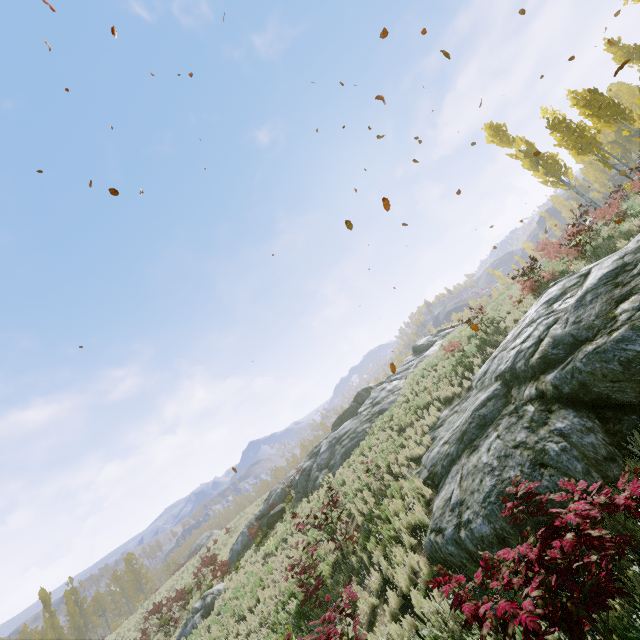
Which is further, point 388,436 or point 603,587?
point 388,436

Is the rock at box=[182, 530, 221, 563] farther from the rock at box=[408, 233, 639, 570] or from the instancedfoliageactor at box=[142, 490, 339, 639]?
the rock at box=[408, 233, 639, 570]

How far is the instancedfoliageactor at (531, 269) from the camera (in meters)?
14.27

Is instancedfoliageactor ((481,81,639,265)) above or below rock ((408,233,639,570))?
above

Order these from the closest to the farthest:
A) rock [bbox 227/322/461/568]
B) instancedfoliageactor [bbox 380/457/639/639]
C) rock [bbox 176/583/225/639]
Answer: instancedfoliageactor [bbox 380/457/639/639], rock [bbox 176/583/225/639], rock [bbox 227/322/461/568]

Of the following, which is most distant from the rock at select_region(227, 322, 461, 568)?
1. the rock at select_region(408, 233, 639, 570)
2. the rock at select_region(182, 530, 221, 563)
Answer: the rock at select_region(182, 530, 221, 563)

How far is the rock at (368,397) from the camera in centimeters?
2136cm

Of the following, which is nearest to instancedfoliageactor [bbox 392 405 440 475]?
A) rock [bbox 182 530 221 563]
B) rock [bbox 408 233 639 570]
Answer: rock [bbox 408 233 639 570]
